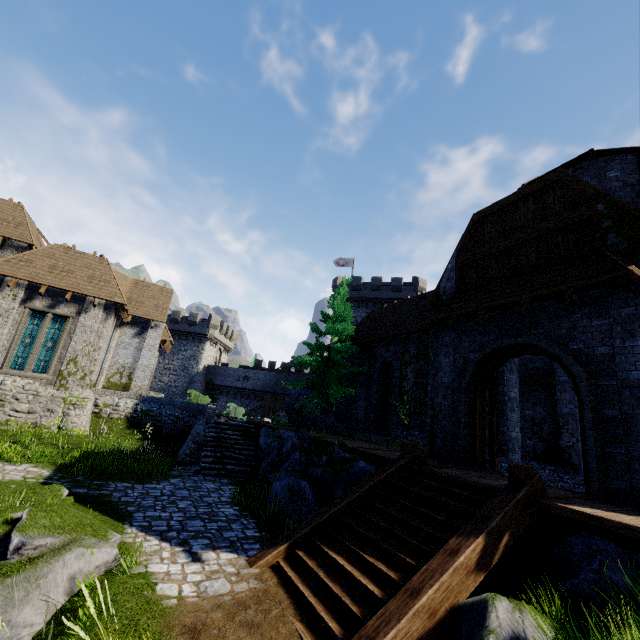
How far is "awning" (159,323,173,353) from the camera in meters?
24.2 m

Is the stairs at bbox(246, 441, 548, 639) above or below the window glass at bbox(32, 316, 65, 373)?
below

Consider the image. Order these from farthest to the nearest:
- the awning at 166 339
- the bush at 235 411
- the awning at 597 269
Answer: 1. the bush at 235 411
2. the awning at 166 339
3. the awning at 597 269

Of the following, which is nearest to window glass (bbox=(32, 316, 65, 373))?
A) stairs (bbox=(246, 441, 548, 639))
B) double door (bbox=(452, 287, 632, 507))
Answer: stairs (bbox=(246, 441, 548, 639))

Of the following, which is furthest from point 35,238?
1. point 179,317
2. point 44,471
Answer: point 179,317

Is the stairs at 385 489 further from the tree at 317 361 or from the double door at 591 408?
the tree at 317 361

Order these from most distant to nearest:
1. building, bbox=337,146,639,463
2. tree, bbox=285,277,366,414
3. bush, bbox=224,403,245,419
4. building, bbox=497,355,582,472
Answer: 1. bush, bbox=224,403,245,419
2. tree, bbox=285,277,366,414
3. building, bbox=497,355,582,472
4. building, bbox=337,146,639,463

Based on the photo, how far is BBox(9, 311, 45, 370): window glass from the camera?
17.6m
